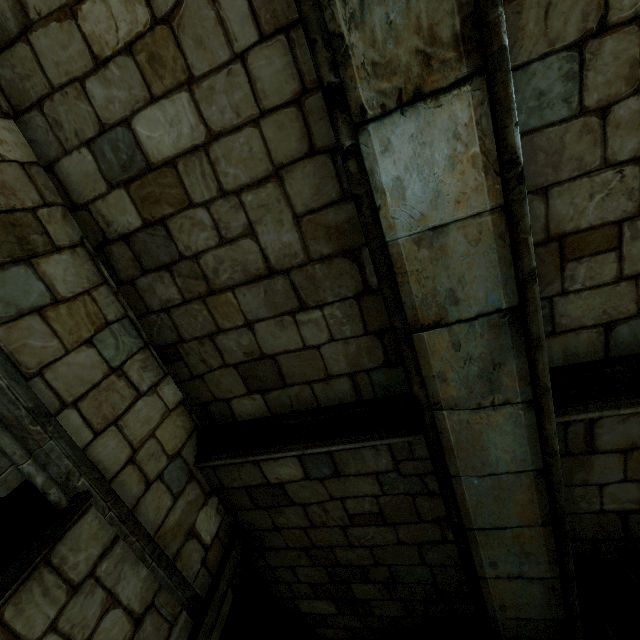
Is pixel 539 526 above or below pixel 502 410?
below
